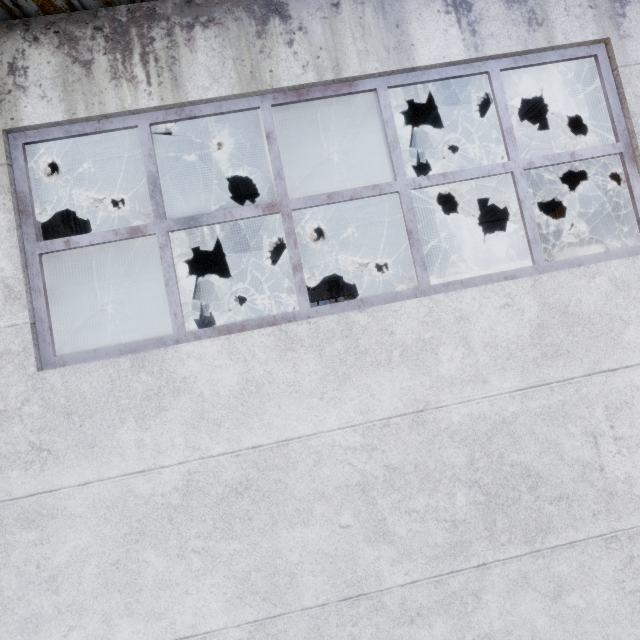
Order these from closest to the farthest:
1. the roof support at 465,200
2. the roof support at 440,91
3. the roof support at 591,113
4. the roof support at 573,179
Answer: the roof support at 440,91 < the roof support at 591,113 < the roof support at 573,179 < the roof support at 465,200

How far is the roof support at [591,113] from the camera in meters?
6.5

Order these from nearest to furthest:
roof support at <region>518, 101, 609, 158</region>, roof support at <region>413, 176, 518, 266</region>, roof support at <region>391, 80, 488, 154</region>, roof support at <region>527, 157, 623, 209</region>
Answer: roof support at <region>391, 80, 488, 154</region>, roof support at <region>518, 101, 609, 158</region>, roof support at <region>527, 157, 623, 209</region>, roof support at <region>413, 176, 518, 266</region>

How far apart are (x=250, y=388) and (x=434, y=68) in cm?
340

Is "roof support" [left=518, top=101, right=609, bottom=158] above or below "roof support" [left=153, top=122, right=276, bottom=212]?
above

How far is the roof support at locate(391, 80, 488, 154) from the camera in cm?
445
